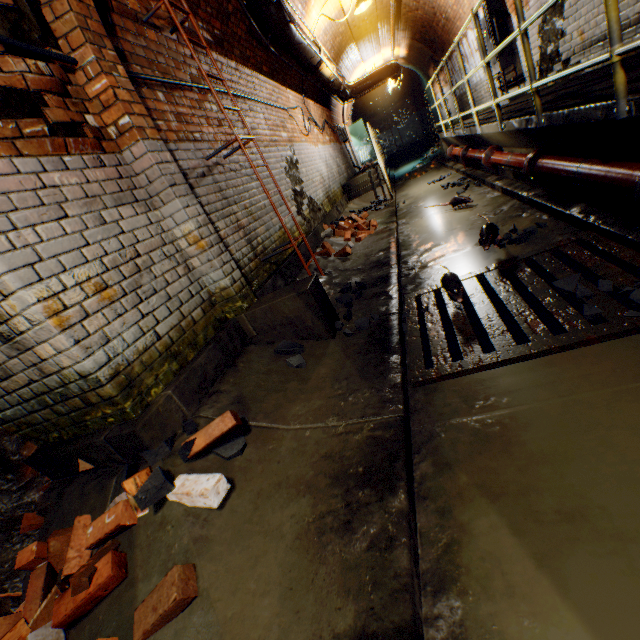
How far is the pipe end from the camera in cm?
350

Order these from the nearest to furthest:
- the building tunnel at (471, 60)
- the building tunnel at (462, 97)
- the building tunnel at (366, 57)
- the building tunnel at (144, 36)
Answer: the building tunnel at (144, 36)
the building tunnel at (471, 60)
the building tunnel at (366, 57)
the building tunnel at (462, 97)

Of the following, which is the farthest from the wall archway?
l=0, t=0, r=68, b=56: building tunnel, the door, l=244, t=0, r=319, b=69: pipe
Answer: the door

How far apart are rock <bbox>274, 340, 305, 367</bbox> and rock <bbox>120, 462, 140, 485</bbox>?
0.92m

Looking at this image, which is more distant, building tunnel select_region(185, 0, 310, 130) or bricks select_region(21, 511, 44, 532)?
building tunnel select_region(185, 0, 310, 130)

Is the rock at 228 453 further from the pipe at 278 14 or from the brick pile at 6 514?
the pipe at 278 14

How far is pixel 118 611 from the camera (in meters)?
1.45

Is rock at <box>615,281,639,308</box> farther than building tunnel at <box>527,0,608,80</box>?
No
